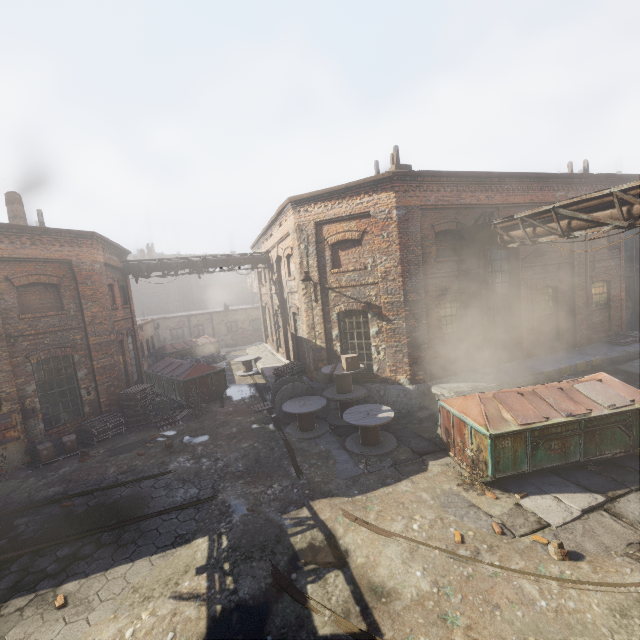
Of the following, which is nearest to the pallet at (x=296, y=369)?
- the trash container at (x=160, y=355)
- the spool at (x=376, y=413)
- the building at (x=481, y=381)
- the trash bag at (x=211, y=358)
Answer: the building at (x=481, y=381)

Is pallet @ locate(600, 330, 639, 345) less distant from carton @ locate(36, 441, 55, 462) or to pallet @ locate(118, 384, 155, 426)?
pallet @ locate(118, 384, 155, 426)

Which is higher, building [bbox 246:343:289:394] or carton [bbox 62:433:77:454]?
building [bbox 246:343:289:394]

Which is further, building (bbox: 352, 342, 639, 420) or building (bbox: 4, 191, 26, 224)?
building (bbox: 4, 191, 26, 224)

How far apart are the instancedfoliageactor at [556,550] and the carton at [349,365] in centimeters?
661cm

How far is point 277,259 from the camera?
17.66m

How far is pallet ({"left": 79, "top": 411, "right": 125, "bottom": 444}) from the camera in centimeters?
1183cm
